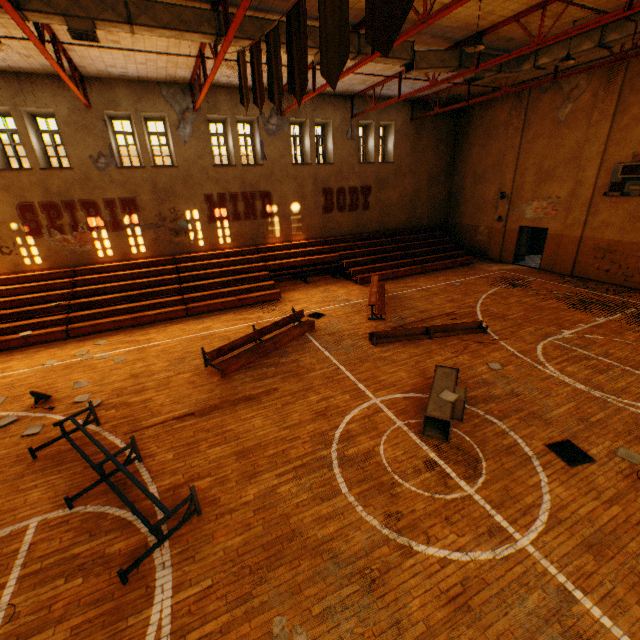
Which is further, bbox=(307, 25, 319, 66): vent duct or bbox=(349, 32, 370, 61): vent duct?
bbox=(349, 32, 370, 61): vent duct

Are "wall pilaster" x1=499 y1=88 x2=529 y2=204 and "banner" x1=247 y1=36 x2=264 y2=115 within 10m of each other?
no

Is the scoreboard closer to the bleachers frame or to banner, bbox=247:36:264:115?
banner, bbox=247:36:264:115

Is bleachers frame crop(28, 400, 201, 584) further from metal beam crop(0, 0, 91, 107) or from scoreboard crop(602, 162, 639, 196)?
scoreboard crop(602, 162, 639, 196)

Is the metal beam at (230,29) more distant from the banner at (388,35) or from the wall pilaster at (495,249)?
the wall pilaster at (495,249)

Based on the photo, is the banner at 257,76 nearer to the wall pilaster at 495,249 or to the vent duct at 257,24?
the vent duct at 257,24

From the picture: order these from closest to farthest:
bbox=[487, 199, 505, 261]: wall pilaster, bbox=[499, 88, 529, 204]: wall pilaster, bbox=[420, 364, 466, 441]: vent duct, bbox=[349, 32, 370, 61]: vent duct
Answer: bbox=[420, 364, 466, 441]: vent duct, bbox=[349, 32, 370, 61]: vent duct, bbox=[499, 88, 529, 204]: wall pilaster, bbox=[487, 199, 505, 261]: wall pilaster

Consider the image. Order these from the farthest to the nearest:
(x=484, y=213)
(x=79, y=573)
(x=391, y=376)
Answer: (x=484, y=213)
(x=391, y=376)
(x=79, y=573)
